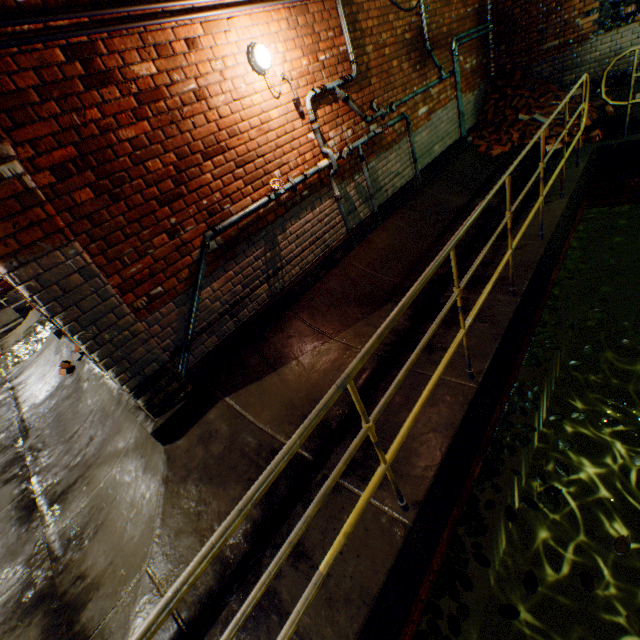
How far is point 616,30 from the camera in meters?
6.3 m

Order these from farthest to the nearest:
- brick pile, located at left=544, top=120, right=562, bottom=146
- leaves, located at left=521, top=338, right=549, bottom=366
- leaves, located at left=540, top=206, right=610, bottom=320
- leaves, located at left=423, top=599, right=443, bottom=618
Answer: brick pile, located at left=544, top=120, right=562, bottom=146 < leaves, located at left=540, top=206, right=610, bottom=320 < leaves, located at left=521, top=338, right=549, bottom=366 < leaves, located at left=423, top=599, right=443, bottom=618

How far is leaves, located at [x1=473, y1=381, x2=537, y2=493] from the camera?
3.3 meters

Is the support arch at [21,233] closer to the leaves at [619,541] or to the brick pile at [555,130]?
the leaves at [619,541]

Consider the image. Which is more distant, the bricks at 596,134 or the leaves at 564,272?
the bricks at 596,134

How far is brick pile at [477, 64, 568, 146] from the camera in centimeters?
702cm

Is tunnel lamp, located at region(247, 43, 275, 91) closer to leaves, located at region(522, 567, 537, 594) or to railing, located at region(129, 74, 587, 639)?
railing, located at region(129, 74, 587, 639)

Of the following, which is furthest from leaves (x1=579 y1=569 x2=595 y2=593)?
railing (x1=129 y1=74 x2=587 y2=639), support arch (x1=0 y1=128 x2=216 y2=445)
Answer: support arch (x1=0 y1=128 x2=216 y2=445)
